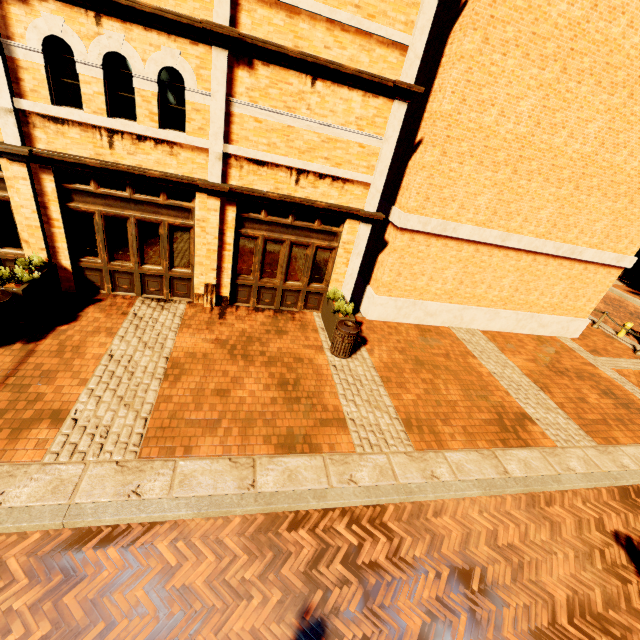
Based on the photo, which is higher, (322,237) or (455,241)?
(455,241)

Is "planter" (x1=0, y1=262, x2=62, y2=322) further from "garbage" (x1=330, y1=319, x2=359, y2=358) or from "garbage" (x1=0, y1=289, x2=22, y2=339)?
"garbage" (x1=330, y1=319, x2=359, y2=358)

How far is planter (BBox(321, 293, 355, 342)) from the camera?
8.6m

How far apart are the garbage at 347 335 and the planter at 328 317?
0.08m

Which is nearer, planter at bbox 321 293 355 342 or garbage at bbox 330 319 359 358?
garbage at bbox 330 319 359 358

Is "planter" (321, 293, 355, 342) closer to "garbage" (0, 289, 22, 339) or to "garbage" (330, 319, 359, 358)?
"garbage" (330, 319, 359, 358)

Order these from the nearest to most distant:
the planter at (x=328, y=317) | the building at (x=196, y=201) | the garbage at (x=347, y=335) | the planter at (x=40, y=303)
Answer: the building at (x=196, y=201) → the planter at (x=40, y=303) → the garbage at (x=347, y=335) → the planter at (x=328, y=317)

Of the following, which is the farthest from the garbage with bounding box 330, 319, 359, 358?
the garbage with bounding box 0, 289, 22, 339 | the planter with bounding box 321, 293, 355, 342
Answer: the garbage with bounding box 0, 289, 22, 339
